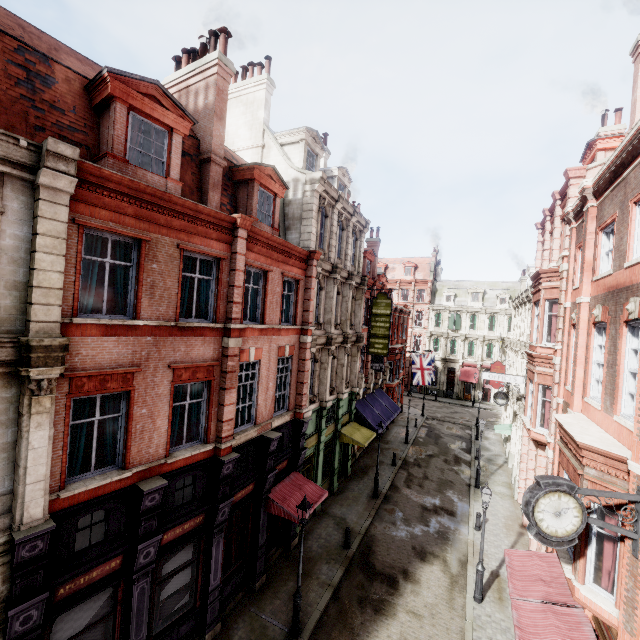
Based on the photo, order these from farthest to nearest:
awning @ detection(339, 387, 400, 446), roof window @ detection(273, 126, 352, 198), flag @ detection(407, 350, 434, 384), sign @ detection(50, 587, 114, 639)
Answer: flag @ detection(407, 350, 434, 384), awning @ detection(339, 387, 400, 446), roof window @ detection(273, 126, 352, 198), sign @ detection(50, 587, 114, 639)

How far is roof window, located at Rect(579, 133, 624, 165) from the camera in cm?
1529

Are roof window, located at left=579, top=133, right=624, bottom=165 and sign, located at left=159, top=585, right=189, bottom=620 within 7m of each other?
no

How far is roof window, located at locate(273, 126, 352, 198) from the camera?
17.14m

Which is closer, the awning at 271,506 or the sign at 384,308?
the awning at 271,506

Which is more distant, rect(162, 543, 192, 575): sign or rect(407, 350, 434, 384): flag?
rect(407, 350, 434, 384): flag

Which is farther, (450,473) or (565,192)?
(450,473)

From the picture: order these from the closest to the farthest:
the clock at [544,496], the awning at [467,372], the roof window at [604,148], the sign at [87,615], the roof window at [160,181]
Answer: the clock at [544,496] → the sign at [87,615] → the roof window at [160,181] → the roof window at [604,148] → the awning at [467,372]
